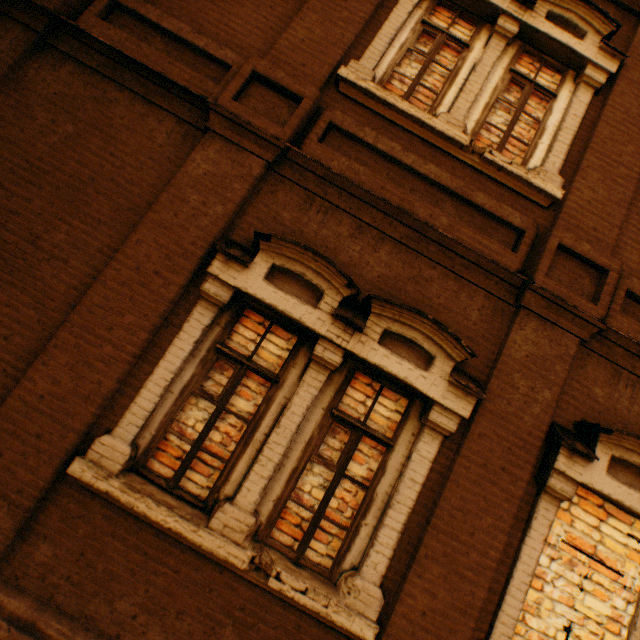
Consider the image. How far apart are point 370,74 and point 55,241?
4.0m
